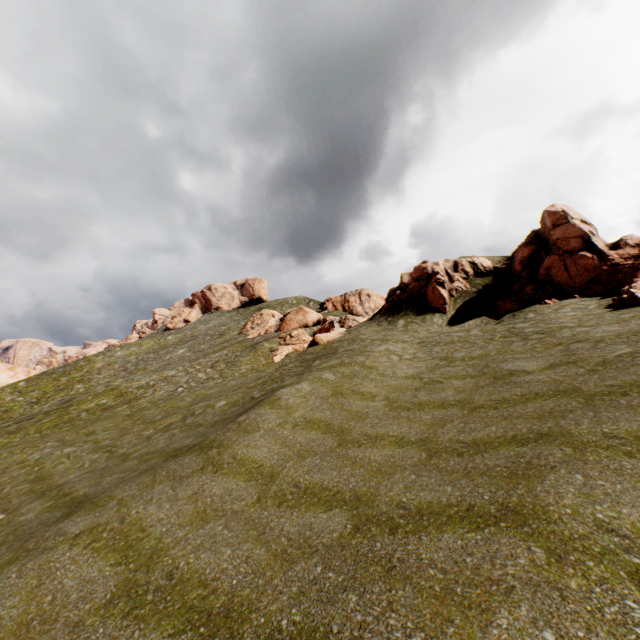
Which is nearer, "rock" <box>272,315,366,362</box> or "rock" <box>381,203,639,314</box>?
"rock" <box>381,203,639,314</box>

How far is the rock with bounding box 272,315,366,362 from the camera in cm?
2995

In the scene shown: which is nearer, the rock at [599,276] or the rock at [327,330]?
the rock at [599,276]

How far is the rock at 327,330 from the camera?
30.0m

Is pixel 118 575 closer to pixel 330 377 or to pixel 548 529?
pixel 548 529
